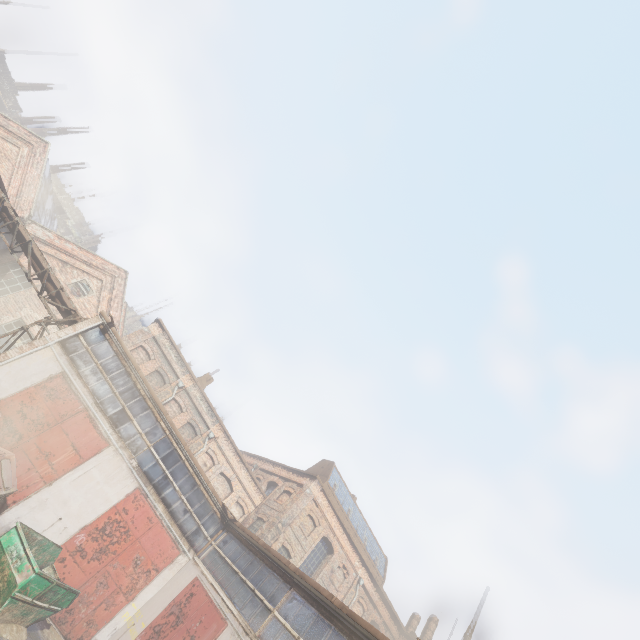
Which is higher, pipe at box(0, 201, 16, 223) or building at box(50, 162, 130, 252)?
building at box(50, 162, 130, 252)

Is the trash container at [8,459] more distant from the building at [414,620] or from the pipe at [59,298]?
the building at [414,620]

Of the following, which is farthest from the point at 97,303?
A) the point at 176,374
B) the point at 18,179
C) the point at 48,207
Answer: the point at 48,207

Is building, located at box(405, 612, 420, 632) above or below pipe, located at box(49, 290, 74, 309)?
above

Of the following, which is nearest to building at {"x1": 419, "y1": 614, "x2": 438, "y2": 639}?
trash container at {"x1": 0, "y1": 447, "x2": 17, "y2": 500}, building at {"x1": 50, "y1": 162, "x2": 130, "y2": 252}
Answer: trash container at {"x1": 0, "y1": 447, "x2": 17, "y2": 500}

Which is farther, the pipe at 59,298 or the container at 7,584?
the pipe at 59,298

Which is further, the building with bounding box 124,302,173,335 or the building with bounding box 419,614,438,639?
the building with bounding box 124,302,173,335

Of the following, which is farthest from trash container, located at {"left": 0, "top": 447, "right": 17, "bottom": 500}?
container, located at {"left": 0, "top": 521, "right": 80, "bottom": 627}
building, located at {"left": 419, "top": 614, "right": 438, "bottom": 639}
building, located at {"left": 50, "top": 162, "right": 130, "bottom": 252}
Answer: building, located at {"left": 50, "top": 162, "right": 130, "bottom": 252}
